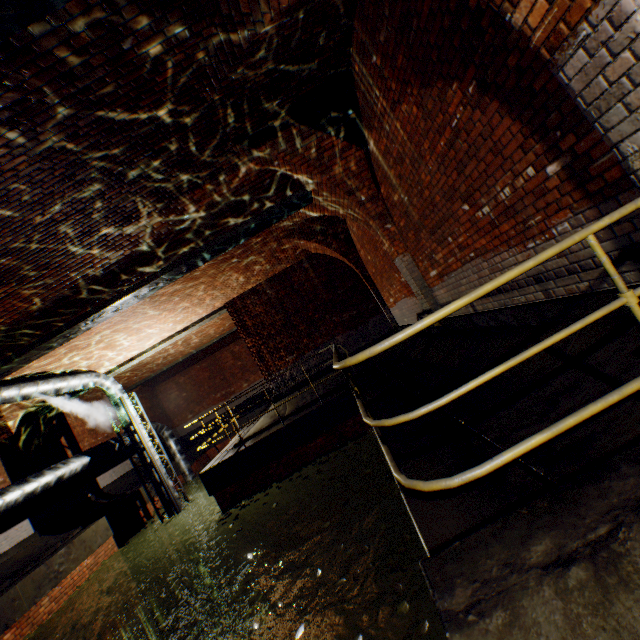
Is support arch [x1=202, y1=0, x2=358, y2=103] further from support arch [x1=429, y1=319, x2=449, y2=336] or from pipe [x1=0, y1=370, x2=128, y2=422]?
support arch [x1=429, y1=319, x2=449, y2=336]

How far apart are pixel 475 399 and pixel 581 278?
1.5m

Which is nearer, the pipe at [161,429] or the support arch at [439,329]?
the support arch at [439,329]

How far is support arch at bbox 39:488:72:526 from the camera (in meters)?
11.52

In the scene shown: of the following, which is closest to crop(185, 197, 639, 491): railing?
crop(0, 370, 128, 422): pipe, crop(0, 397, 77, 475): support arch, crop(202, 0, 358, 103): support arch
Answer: crop(202, 0, 358, 103): support arch

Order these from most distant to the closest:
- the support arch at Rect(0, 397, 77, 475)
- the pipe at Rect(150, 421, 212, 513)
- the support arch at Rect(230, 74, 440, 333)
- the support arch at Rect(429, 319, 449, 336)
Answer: the pipe at Rect(150, 421, 212, 513) < the support arch at Rect(0, 397, 77, 475) < the support arch at Rect(429, 319, 449, 336) < the support arch at Rect(230, 74, 440, 333)

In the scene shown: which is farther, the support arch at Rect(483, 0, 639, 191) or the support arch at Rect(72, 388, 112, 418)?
the support arch at Rect(72, 388, 112, 418)

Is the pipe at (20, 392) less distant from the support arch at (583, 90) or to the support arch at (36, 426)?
the support arch at (583, 90)
